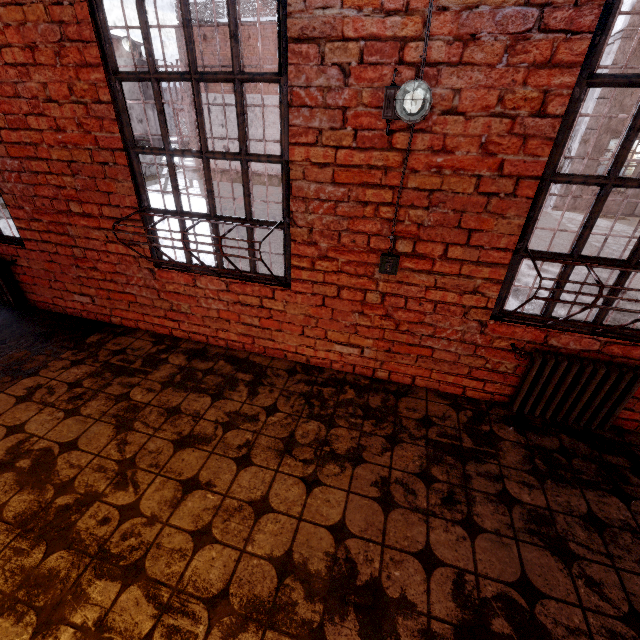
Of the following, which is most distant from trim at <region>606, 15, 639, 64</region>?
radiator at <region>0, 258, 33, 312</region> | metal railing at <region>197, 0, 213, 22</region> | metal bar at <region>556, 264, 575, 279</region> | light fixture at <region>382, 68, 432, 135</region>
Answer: radiator at <region>0, 258, 33, 312</region>

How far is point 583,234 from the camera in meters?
2.0

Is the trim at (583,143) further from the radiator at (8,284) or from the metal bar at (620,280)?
the radiator at (8,284)

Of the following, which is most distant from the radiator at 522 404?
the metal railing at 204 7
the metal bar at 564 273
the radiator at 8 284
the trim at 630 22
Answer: the metal railing at 204 7

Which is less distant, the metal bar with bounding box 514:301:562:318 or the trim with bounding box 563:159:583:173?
the metal bar with bounding box 514:301:562:318

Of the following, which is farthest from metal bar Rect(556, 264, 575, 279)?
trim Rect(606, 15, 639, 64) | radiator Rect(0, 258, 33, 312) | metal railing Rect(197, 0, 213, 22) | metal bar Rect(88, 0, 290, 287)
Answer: metal railing Rect(197, 0, 213, 22)

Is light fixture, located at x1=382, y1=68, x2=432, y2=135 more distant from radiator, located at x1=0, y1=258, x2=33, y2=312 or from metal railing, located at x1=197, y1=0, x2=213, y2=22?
metal railing, located at x1=197, y1=0, x2=213, y2=22

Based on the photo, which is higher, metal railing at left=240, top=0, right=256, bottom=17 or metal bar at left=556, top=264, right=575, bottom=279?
metal railing at left=240, top=0, right=256, bottom=17
